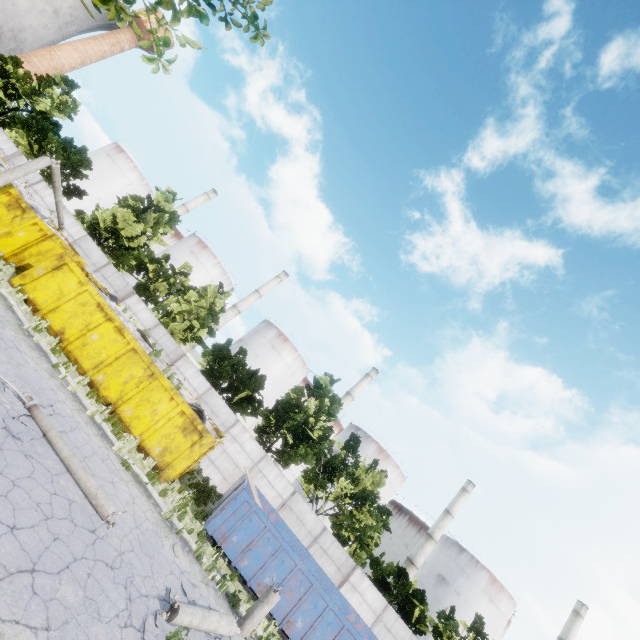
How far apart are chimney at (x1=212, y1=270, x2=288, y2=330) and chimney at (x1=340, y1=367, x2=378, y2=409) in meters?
21.6 m

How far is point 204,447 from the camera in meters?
13.9 m

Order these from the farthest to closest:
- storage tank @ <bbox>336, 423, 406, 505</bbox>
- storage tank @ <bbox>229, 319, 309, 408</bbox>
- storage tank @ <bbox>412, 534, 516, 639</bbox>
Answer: storage tank @ <bbox>229, 319, 309, 408</bbox>
storage tank @ <bbox>336, 423, 406, 505</bbox>
storage tank @ <bbox>412, 534, 516, 639</bbox>

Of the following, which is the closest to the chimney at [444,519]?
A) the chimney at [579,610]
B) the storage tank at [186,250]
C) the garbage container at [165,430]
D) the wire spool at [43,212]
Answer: the chimney at [579,610]

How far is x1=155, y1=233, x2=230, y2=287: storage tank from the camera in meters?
55.3

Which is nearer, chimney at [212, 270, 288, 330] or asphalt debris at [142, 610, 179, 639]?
asphalt debris at [142, 610, 179, 639]

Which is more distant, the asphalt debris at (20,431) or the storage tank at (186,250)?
the storage tank at (186,250)

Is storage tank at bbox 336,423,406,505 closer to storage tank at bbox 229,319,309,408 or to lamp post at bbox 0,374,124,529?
storage tank at bbox 229,319,309,408
